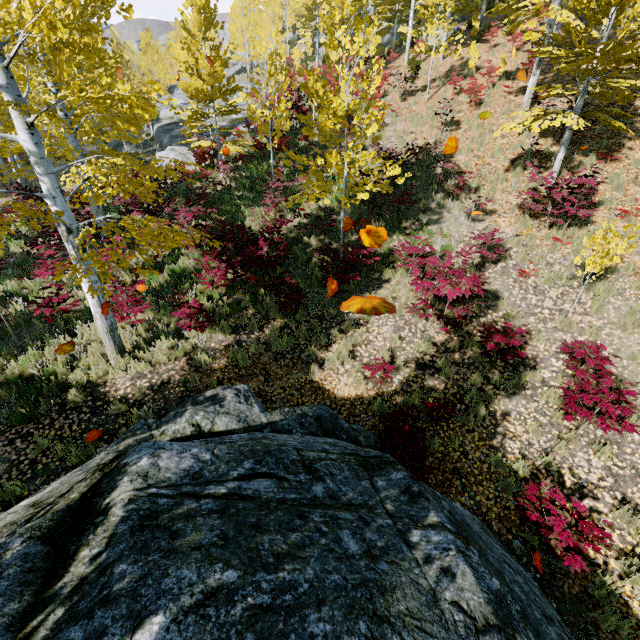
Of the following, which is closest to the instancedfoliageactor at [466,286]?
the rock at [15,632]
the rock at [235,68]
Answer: the rock at [235,68]

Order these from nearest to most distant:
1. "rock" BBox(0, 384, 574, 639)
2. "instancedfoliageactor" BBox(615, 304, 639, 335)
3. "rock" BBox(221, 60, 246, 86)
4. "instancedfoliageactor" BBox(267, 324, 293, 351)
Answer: "rock" BBox(0, 384, 574, 639) → "instancedfoliageactor" BBox(615, 304, 639, 335) → "instancedfoliageactor" BBox(267, 324, 293, 351) → "rock" BBox(221, 60, 246, 86)

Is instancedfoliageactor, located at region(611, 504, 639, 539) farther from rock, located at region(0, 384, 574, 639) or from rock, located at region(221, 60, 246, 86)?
rock, located at region(0, 384, 574, 639)

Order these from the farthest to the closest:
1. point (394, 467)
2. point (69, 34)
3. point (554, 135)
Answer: point (69, 34), point (554, 135), point (394, 467)

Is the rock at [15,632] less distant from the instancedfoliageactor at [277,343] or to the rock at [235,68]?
the instancedfoliageactor at [277,343]

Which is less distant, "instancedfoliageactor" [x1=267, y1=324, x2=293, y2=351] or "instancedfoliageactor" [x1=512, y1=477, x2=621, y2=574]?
"instancedfoliageactor" [x1=512, y1=477, x2=621, y2=574]
